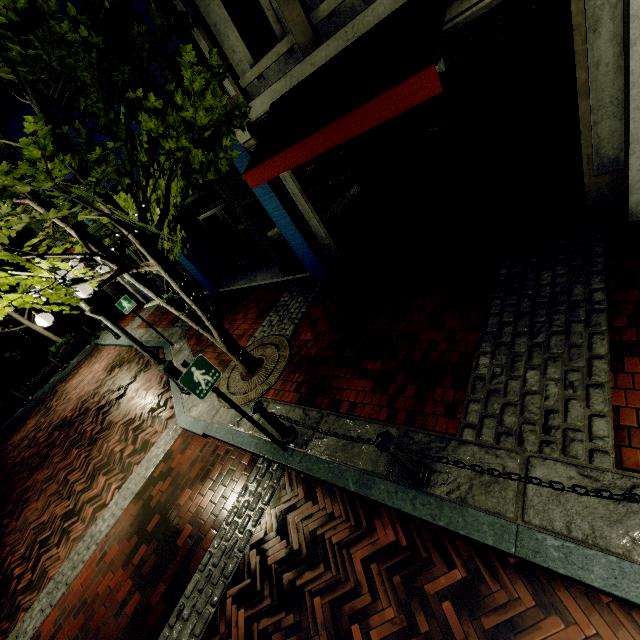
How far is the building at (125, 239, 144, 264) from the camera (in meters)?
12.09

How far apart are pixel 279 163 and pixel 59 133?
2.41m

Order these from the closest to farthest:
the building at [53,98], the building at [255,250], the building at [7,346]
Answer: the building at [255,250] → the building at [53,98] → the building at [7,346]

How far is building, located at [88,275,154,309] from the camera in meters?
15.5

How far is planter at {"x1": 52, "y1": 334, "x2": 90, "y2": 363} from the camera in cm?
1495

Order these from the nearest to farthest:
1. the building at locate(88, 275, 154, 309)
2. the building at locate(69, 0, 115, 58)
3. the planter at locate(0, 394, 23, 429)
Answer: the building at locate(69, 0, 115, 58) < the planter at locate(0, 394, 23, 429) < the building at locate(88, 275, 154, 309)

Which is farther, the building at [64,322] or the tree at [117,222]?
the building at [64,322]
